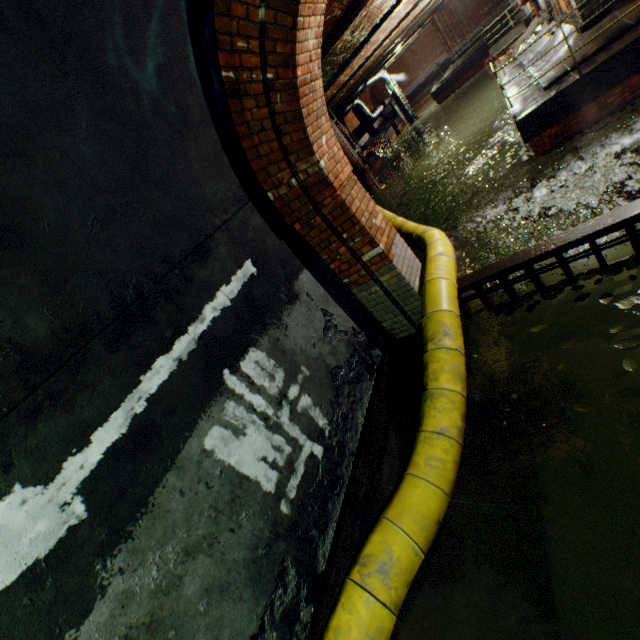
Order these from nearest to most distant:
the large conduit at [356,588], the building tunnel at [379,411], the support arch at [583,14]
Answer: the building tunnel at [379,411] < the large conduit at [356,588] < the support arch at [583,14]

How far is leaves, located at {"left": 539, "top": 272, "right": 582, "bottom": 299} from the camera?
3.6 meters

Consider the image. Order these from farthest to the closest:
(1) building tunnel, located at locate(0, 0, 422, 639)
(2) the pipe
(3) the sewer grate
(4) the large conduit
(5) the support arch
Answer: (2) the pipe, (5) the support arch, (3) the sewer grate, (4) the large conduit, (1) building tunnel, located at locate(0, 0, 422, 639)

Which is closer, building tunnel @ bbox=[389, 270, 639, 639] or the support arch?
building tunnel @ bbox=[389, 270, 639, 639]

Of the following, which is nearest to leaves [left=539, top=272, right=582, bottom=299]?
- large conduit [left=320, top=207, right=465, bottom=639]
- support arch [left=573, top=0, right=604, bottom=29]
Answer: large conduit [left=320, top=207, right=465, bottom=639]

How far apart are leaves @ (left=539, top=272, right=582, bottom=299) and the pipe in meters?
18.4

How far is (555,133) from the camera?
8.6 meters

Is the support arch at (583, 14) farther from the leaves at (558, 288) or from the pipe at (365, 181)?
the pipe at (365, 181)
